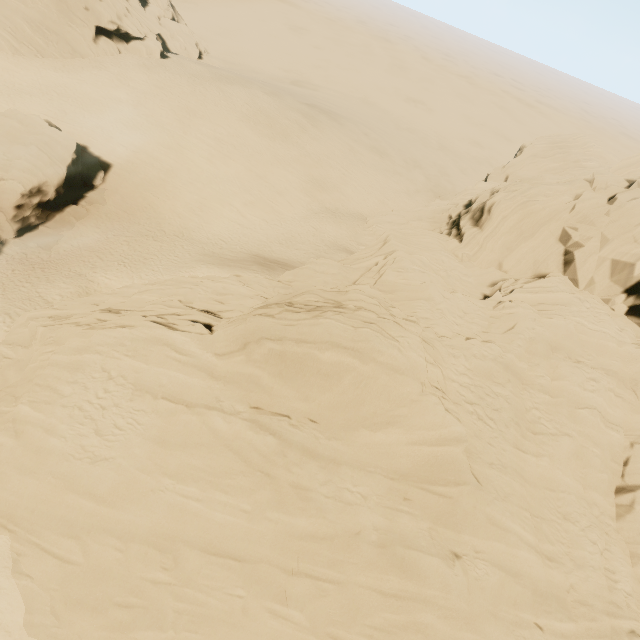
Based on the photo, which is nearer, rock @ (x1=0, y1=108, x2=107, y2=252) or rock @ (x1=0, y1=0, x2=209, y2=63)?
rock @ (x1=0, y1=108, x2=107, y2=252)

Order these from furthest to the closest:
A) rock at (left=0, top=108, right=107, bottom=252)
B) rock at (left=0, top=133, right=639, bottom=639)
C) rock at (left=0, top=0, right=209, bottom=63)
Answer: rock at (left=0, top=0, right=209, bottom=63), rock at (left=0, top=108, right=107, bottom=252), rock at (left=0, top=133, right=639, bottom=639)

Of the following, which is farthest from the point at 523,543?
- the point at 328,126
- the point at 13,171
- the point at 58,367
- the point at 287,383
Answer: the point at 328,126

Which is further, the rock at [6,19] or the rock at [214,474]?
the rock at [6,19]

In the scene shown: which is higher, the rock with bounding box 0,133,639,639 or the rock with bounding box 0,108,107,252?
the rock with bounding box 0,133,639,639

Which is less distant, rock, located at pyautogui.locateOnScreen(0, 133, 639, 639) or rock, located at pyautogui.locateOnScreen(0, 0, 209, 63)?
rock, located at pyautogui.locateOnScreen(0, 133, 639, 639)

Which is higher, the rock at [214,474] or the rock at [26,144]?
the rock at [214,474]
